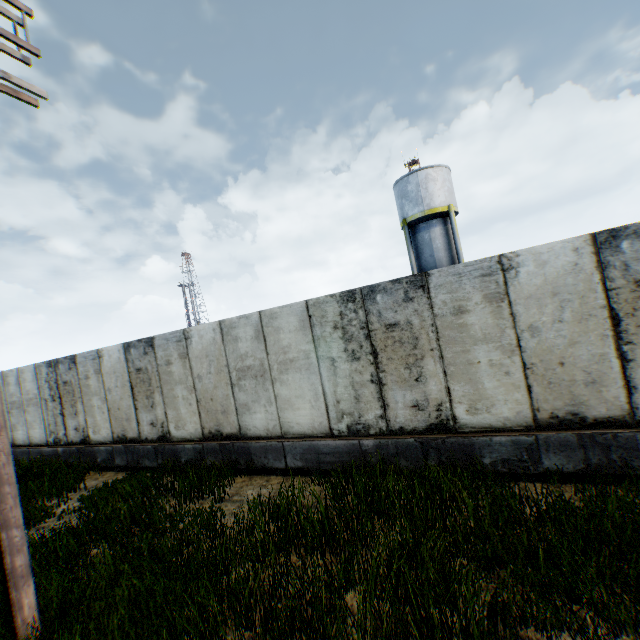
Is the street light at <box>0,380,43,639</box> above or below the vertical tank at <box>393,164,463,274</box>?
below

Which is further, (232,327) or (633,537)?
(232,327)

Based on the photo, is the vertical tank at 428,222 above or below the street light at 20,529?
above

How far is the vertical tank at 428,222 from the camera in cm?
2192

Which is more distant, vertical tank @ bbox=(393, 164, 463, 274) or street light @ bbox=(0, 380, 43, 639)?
vertical tank @ bbox=(393, 164, 463, 274)

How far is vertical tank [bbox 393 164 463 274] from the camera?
21.9m
